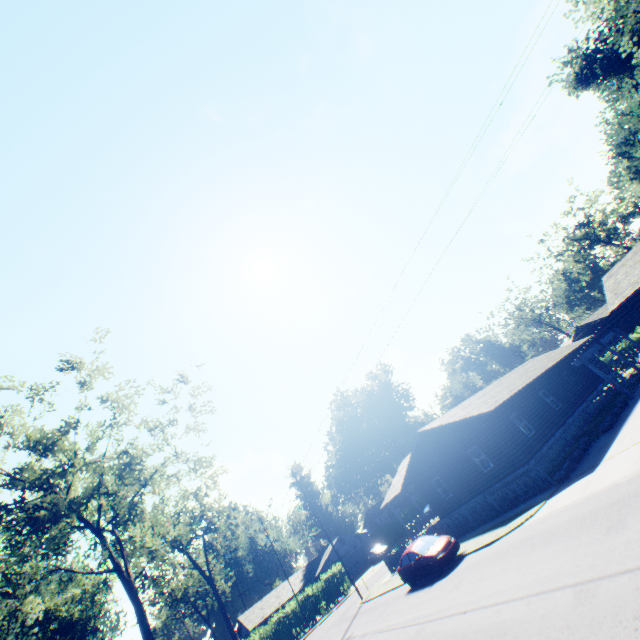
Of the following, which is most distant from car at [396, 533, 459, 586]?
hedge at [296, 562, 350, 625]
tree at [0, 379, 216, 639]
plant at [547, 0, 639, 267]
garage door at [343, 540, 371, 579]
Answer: plant at [547, 0, 639, 267]

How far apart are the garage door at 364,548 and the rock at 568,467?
44.5 meters

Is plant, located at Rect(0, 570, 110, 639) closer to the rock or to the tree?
the tree

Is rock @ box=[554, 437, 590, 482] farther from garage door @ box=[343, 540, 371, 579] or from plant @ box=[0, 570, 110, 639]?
plant @ box=[0, 570, 110, 639]

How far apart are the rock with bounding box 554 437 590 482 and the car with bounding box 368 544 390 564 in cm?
3641

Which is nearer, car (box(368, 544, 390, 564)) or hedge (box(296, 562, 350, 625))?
hedge (box(296, 562, 350, 625))

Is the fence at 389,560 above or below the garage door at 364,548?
below

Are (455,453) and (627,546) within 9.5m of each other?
no
